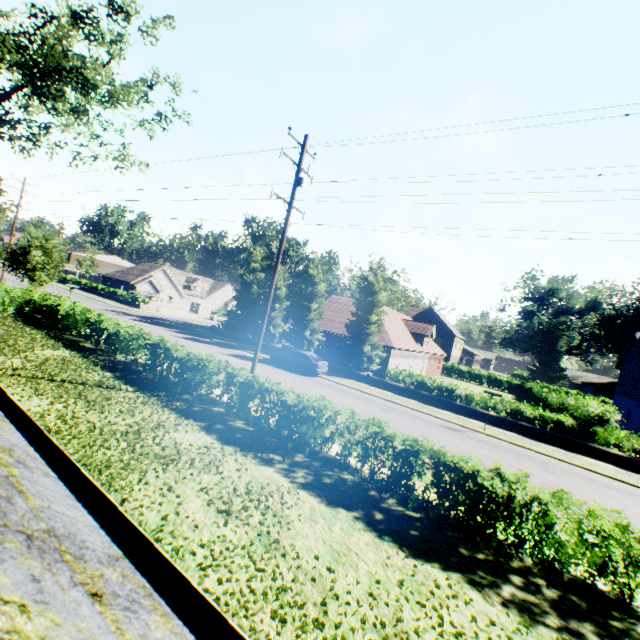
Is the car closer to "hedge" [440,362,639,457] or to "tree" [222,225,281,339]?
"tree" [222,225,281,339]

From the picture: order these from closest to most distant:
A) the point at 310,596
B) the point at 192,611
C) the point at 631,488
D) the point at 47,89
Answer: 1. the point at 192,611
2. the point at 310,596
3. the point at 631,488
4. the point at 47,89

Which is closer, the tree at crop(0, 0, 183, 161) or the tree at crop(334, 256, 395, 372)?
the tree at crop(0, 0, 183, 161)

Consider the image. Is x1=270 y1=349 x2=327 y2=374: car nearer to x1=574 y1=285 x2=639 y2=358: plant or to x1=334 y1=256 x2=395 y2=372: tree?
x1=334 y1=256 x2=395 y2=372: tree

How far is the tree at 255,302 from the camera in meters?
35.6

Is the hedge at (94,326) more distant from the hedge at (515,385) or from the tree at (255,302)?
the tree at (255,302)

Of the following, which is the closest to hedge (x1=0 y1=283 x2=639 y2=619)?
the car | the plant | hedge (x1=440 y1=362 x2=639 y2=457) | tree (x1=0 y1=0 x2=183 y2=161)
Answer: hedge (x1=440 y1=362 x2=639 y2=457)
